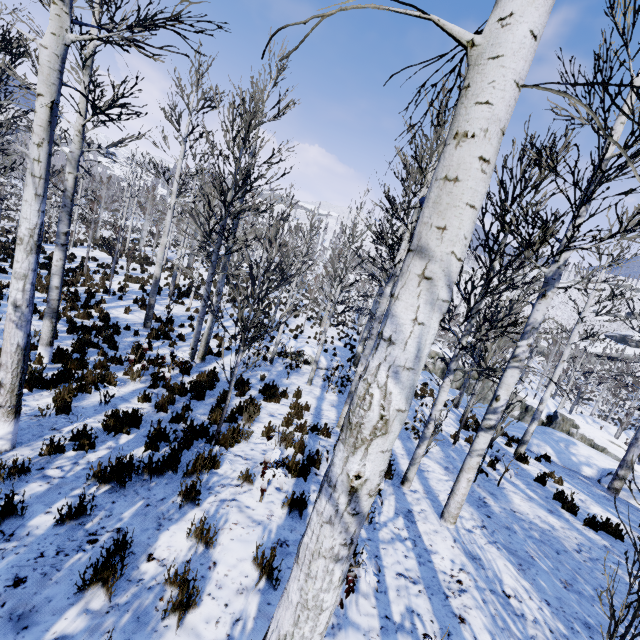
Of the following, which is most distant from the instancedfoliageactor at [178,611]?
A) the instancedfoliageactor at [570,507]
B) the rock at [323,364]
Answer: the rock at [323,364]

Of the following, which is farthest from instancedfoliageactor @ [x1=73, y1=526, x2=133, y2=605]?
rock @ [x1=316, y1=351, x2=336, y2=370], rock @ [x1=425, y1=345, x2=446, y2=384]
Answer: rock @ [x1=316, y1=351, x2=336, y2=370]

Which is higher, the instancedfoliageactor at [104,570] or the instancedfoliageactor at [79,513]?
the instancedfoliageactor at [104,570]

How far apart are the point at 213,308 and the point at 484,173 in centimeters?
471cm

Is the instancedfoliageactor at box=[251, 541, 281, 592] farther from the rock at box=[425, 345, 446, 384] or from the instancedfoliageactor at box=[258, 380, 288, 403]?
the rock at box=[425, 345, 446, 384]

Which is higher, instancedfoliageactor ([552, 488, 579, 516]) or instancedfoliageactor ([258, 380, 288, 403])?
instancedfoliageactor ([552, 488, 579, 516])

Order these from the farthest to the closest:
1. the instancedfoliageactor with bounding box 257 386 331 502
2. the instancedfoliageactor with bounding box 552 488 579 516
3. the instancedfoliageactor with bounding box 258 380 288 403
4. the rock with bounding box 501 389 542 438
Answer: the rock with bounding box 501 389 542 438
the instancedfoliageactor with bounding box 258 380 288 403
the instancedfoliageactor with bounding box 552 488 579 516
the instancedfoliageactor with bounding box 257 386 331 502

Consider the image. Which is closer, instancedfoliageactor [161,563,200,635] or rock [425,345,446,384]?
instancedfoliageactor [161,563,200,635]
